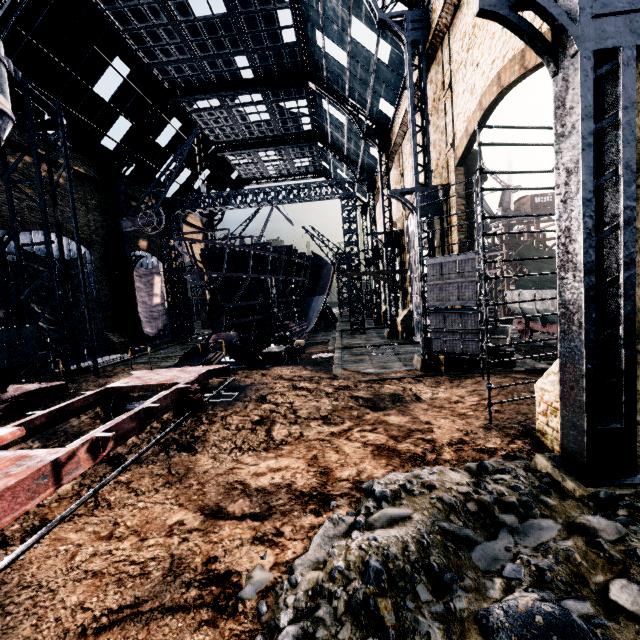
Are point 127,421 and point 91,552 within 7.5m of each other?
yes

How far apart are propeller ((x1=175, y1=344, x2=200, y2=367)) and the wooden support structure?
32.9m

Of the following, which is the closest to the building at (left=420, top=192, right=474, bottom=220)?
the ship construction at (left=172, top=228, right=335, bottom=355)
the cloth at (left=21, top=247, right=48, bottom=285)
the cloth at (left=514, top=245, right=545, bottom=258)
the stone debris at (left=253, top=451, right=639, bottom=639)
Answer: the stone debris at (left=253, top=451, right=639, bottom=639)

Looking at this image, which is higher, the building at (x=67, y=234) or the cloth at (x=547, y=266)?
the building at (x=67, y=234)

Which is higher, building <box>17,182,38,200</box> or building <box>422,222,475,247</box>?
building <box>17,182,38,200</box>

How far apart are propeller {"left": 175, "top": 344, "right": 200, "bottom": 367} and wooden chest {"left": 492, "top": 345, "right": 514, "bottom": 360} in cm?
1627

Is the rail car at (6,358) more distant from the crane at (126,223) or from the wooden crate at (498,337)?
the wooden crate at (498,337)

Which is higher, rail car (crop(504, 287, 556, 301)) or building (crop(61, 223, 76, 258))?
building (crop(61, 223, 76, 258))
